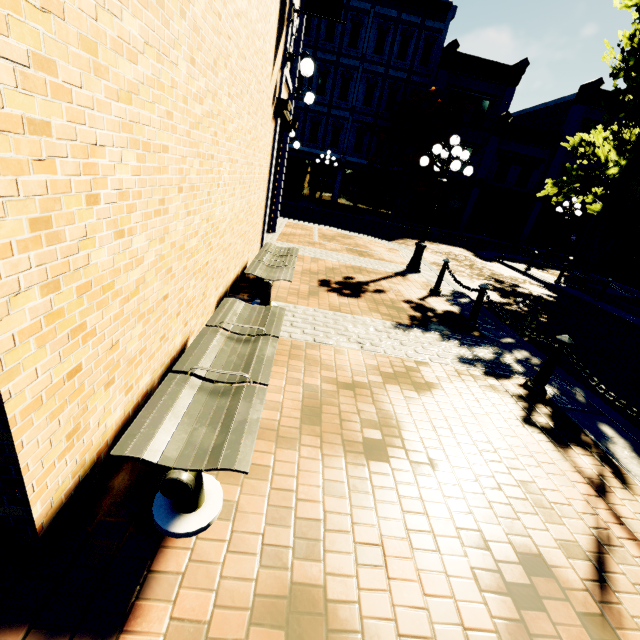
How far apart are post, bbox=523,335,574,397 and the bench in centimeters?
350cm

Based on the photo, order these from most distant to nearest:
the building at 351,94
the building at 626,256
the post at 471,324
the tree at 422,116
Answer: the tree at 422,116
the building at 626,256
the building at 351,94
the post at 471,324

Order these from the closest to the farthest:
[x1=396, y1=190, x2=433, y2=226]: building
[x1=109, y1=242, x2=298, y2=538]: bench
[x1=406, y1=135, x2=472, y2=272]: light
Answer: [x1=109, y1=242, x2=298, y2=538]: bench → [x1=406, y1=135, x2=472, y2=272]: light → [x1=396, y1=190, x2=433, y2=226]: building

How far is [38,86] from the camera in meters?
1.2

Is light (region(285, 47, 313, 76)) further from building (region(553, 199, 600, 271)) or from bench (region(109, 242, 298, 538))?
building (region(553, 199, 600, 271))

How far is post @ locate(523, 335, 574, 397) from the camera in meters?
4.1

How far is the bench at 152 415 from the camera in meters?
1.8

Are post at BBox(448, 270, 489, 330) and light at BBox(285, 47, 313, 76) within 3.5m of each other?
no
